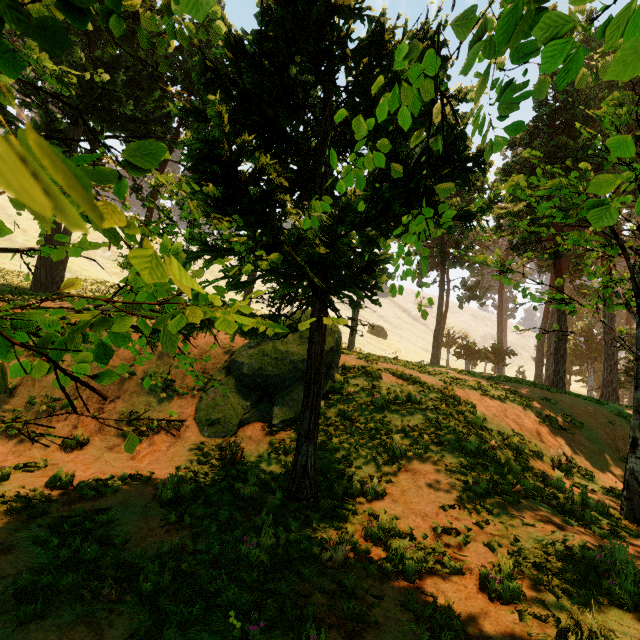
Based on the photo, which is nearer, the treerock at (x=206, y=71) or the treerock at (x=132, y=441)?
the treerock at (x=206, y=71)

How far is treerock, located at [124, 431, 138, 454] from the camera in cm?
185

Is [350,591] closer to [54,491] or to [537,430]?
[54,491]

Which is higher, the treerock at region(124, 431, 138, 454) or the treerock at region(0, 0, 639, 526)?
the treerock at region(0, 0, 639, 526)

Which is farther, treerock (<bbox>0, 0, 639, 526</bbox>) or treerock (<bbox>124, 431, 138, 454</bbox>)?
treerock (<bbox>124, 431, 138, 454</bbox>)

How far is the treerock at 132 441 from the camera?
1.85m
